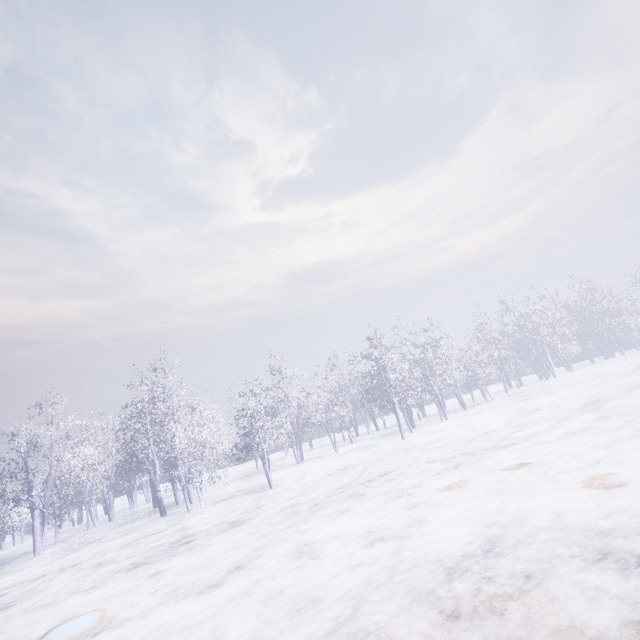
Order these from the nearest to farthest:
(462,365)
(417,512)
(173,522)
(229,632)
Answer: (229,632), (417,512), (173,522), (462,365)
